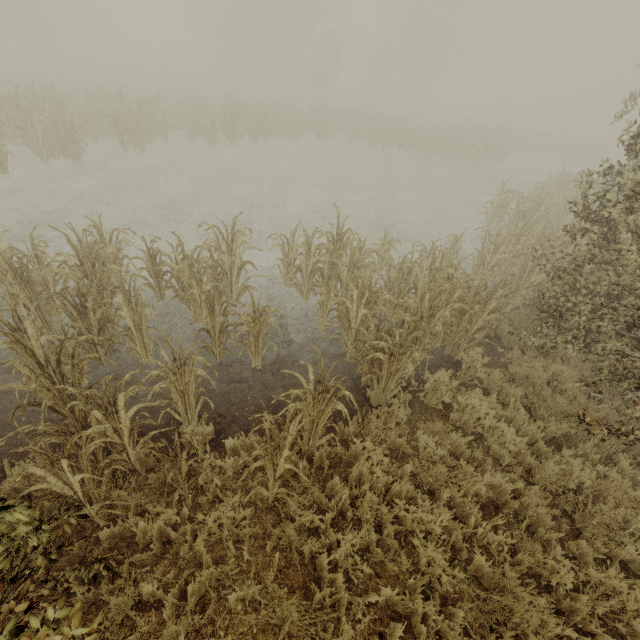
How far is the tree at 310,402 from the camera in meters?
3.1 m

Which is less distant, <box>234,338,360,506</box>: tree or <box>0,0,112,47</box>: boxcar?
<box>234,338,360,506</box>: tree

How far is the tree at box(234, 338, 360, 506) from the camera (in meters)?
3.14

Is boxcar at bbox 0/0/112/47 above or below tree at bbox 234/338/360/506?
above

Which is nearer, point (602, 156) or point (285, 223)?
point (602, 156)

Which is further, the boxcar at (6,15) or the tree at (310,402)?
the boxcar at (6,15)
